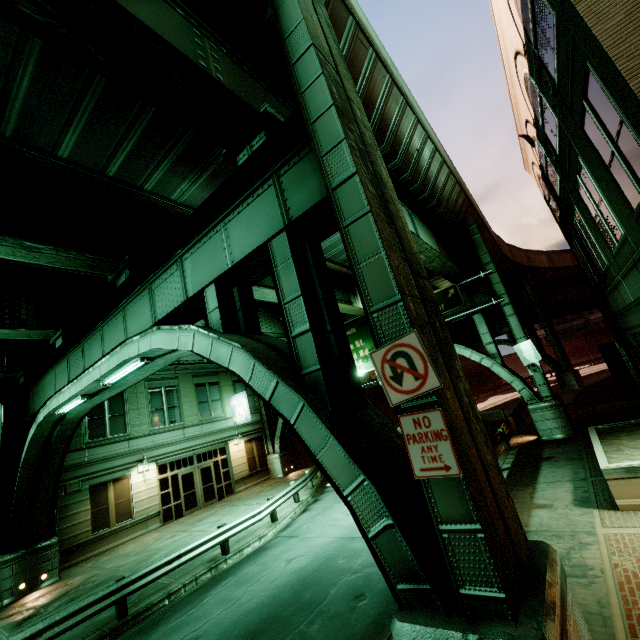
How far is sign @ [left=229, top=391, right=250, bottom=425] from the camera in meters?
24.5

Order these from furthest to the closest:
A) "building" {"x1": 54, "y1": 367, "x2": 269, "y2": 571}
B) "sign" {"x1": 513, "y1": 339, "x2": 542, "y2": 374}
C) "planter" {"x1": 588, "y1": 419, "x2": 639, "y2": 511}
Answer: "building" {"x1": 54, "y1": 367, "x2": 269, "y2": 571} → "sign" {"x1": 513, "y1": 339, "x2": 542, "y2": 374} → "planter" {"x1": 588, "y1": 419, "x2": 639, "y2": 511}

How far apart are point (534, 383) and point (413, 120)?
52.3m

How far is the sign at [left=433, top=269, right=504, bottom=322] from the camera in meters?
17.5 m

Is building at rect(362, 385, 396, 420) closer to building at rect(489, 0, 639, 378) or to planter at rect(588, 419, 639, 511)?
planter at rect(588, 419, 639, 511)

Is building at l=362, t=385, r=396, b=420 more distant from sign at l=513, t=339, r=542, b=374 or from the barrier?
sign at l=513, t=339, r=542, b=374

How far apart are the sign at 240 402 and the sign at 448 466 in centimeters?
2246cm

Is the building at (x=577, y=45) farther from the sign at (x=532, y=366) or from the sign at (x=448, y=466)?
the sign at (x=448, y=466)
